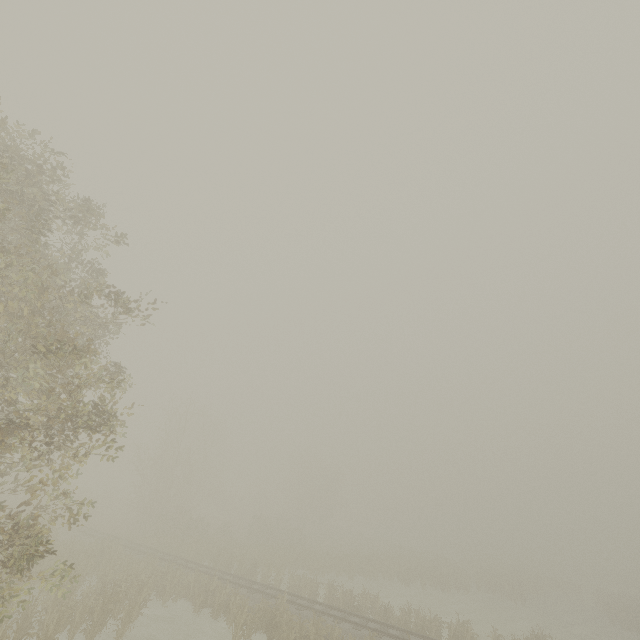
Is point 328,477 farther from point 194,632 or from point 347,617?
point 194,632
